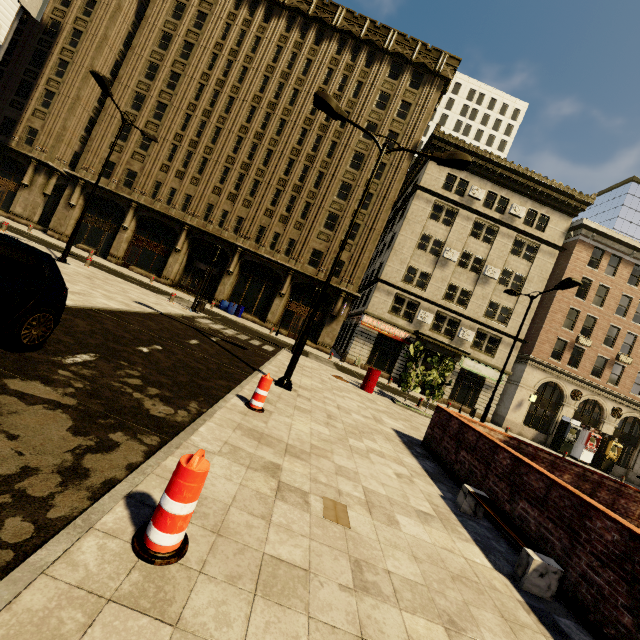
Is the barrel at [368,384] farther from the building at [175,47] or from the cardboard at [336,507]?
the building at [175,47]

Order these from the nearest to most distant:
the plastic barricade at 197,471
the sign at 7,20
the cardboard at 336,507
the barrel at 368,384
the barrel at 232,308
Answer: the plastic barricade at 197,471
the cardboard at 336,507
the sign at 7,20
the barrel at 368,384
the barrel at 232,308

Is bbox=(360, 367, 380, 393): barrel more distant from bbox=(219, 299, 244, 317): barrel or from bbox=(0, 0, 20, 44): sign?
bbox=(0, 0, 20, 44): sign

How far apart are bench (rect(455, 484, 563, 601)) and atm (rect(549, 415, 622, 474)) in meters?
30.5

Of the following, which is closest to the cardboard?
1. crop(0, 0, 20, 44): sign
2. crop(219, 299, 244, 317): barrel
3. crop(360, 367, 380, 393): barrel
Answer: crop(360, 367, 380, 393): barrel

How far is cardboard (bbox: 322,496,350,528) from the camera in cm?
357

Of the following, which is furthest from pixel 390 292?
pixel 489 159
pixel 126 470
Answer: pixel 126 470

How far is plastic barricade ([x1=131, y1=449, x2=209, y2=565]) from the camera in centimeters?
224cm
